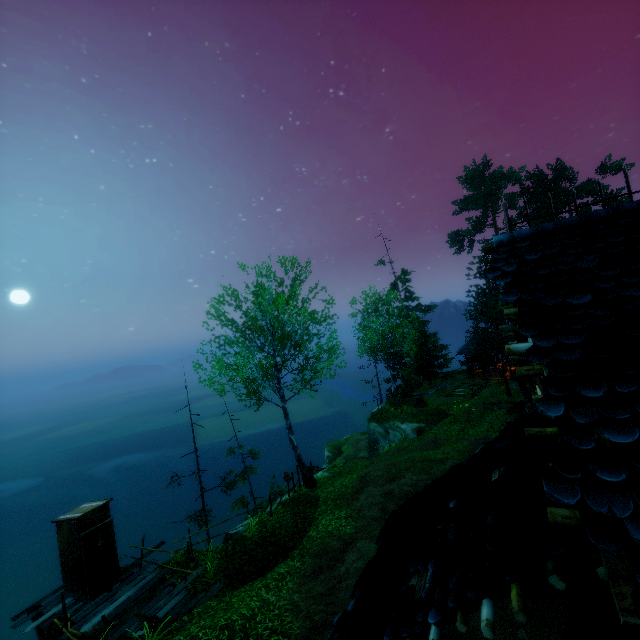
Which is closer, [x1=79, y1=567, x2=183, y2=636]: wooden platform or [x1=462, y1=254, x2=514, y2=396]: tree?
[x1=79, y1=567, x2=183, y2=636]: wooden platform

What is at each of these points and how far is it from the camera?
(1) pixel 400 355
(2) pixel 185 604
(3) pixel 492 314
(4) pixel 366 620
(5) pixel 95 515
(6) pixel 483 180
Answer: (1) tree, 40.3 meters
(2) wooden platform, 9.8 meters
(3) tree, 31.8 meters
(4) building, 3.3 meters
(5) outhouse, 11.1 meters
(6) tree, 40.9 meters

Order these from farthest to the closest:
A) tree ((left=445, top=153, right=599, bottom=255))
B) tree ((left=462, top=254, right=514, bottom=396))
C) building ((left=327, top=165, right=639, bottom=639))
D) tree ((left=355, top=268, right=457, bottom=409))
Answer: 1. tree ((left=445, top=153, right=599, bottom=255))
2. tree ((left=355, top=268, right=457, bottom=409))
3. tree ((left=462, top=254, right=514, bottom=396))
4. building ((left=327, top=165, right=639, bottom=639))

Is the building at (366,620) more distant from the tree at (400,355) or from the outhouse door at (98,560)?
the outhouse door at (98,560)

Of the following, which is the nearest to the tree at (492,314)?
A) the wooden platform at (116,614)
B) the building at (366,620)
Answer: the wooden platform at (116,614)

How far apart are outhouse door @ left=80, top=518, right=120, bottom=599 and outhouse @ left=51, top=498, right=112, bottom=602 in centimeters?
1cm

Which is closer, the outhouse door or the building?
the building

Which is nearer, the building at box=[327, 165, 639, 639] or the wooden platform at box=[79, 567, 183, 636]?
the building at box=[327, 165, 639, 639]
